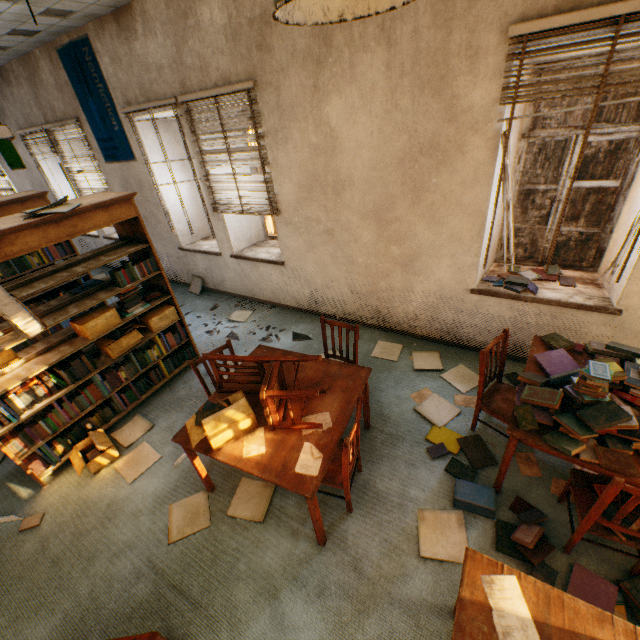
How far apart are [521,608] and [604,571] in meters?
1.2

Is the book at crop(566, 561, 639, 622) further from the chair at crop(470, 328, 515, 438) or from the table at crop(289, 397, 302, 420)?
the table at crop(289, 397, 302, 420)

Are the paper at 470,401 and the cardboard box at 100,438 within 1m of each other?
no

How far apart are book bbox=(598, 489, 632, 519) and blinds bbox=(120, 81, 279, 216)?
4.06m

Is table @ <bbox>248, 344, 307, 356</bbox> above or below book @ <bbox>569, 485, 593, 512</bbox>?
above

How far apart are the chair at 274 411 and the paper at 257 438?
0.1m

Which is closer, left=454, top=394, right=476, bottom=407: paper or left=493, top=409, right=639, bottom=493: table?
Answer: left=493, top=409, right=639, bottom=493: table

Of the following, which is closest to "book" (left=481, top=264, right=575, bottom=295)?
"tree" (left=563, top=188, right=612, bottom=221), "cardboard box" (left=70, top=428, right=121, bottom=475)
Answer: "cardboard box" (left=70, top=428, right=121, bottom=475)
